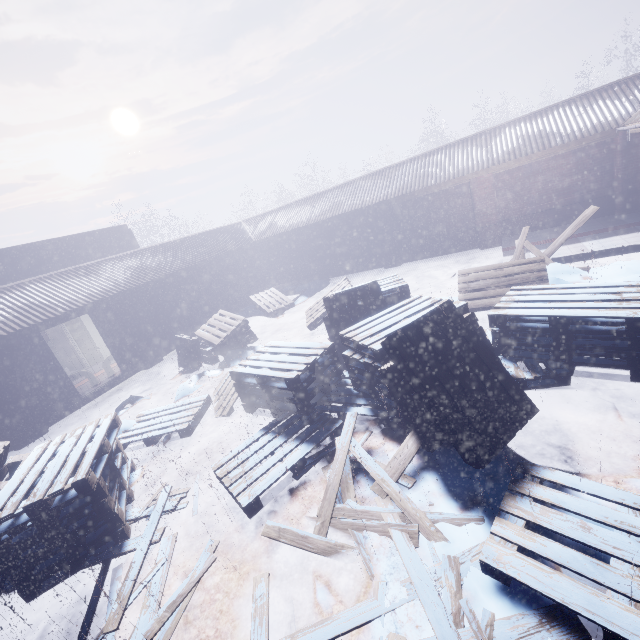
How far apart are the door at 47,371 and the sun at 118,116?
67.7m

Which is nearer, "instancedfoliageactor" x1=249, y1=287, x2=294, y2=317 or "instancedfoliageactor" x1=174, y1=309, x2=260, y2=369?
"instancedfoliageactor" x1=174, y1=309, x2=260, y2=369

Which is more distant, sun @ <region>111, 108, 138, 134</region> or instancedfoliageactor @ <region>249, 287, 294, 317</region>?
sun @ <region>111, 108, 138, 134</region>

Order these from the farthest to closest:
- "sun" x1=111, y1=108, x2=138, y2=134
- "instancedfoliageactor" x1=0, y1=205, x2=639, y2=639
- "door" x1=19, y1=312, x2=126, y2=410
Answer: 1. "sun" x1=111, y1=108, x2=138, y2=134
2. "door" x1=19, y1=312, x2=126, y2=410
3. "instancedfoliageactor" x1=0, y1=205, x2=639, y2=639

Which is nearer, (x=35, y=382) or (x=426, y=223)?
(x=35, y=382)

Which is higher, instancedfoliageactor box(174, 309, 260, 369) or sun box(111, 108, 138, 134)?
sun box(111, 108, 138, 134)

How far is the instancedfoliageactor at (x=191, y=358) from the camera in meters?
8.0 m
